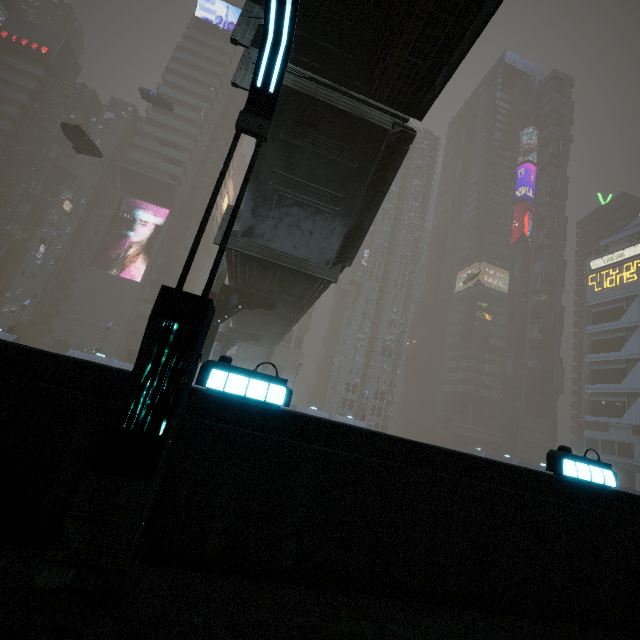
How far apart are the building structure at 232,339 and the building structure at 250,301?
13.34m

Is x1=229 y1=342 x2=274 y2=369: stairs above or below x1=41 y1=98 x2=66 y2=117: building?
below

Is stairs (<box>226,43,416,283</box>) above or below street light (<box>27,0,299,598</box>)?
above

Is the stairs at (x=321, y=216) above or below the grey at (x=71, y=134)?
below

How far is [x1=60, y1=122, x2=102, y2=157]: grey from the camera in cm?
2819

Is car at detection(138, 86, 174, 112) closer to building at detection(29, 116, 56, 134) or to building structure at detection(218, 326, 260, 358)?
building at detection(29, 116, 56, 134)

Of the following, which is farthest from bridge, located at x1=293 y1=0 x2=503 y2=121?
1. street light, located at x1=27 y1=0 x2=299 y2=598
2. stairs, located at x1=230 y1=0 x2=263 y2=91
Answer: street light, located at x1=27 y1=0 x2=299 y2=598

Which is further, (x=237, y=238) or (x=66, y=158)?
(x=66, y=158)
